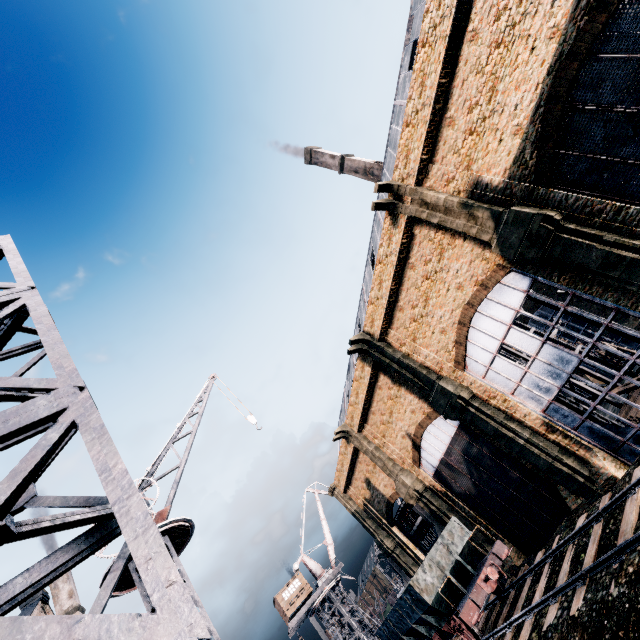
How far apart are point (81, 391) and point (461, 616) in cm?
1959

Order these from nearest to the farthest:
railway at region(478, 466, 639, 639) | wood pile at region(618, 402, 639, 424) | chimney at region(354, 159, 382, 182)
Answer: railway at region(478, 466, 639, 639)
wood pile at region(618, 402, 639, 424)
chimney at region(354, 159, 382, 182)

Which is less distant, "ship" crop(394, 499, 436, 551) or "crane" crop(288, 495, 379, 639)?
"crane" crop(288, 495, 379, 639)

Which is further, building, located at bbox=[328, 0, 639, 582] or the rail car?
the rail car

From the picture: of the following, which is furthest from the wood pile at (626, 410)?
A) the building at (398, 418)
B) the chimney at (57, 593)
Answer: the chimney at (57, 593)

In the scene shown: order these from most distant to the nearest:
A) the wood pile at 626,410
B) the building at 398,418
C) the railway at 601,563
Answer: the wood pile at 626,410 → the building at 398,418 → the railway at 601,563

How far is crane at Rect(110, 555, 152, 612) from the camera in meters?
10.3 m

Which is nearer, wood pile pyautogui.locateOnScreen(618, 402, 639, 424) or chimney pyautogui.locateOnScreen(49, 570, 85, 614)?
wood pile pyautogui.locateOnScreen(618, 402, 639, 424)
